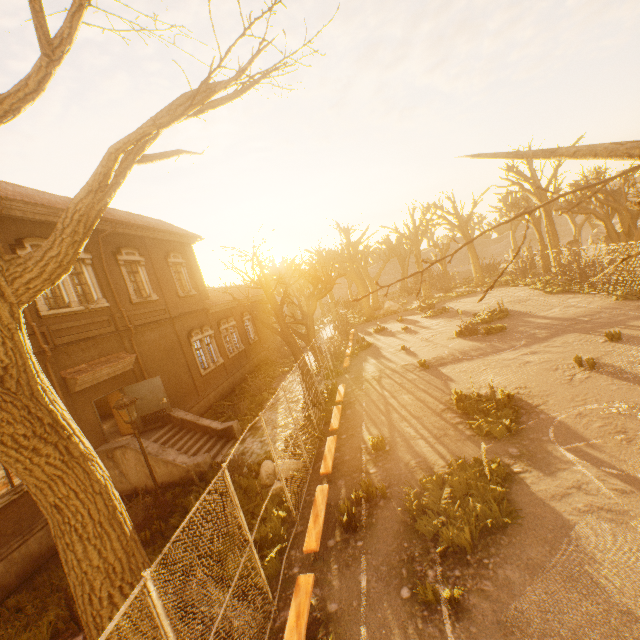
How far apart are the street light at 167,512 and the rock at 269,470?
2.5 meters

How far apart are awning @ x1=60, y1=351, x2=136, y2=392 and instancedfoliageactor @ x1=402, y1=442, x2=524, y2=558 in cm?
1211

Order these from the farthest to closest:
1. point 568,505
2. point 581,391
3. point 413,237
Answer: point 413,237 → point 581,391 → point 568,505

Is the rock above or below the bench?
below

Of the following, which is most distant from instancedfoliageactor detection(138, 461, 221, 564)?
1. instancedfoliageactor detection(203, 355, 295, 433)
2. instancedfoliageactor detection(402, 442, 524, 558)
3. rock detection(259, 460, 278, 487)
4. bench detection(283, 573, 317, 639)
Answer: instancedfoliageactor detection(402, 442, 524, 558)

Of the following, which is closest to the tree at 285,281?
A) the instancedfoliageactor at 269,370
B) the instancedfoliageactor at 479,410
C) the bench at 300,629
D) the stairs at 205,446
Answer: the bench at 300,629

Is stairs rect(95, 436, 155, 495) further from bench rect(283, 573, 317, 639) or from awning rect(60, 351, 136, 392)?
bench rect(283, 573, 317, 639)

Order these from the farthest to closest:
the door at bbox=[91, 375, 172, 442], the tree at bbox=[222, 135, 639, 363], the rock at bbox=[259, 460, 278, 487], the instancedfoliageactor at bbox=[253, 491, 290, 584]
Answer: the door at bbox=[91, 375, 172, 442], the rock at bbox=[259, 460, 278, 487], the instancedfoliageactor at bbox=[253, 491, 290, 584], the tree at bbox=[222, 135, 639, 363]
